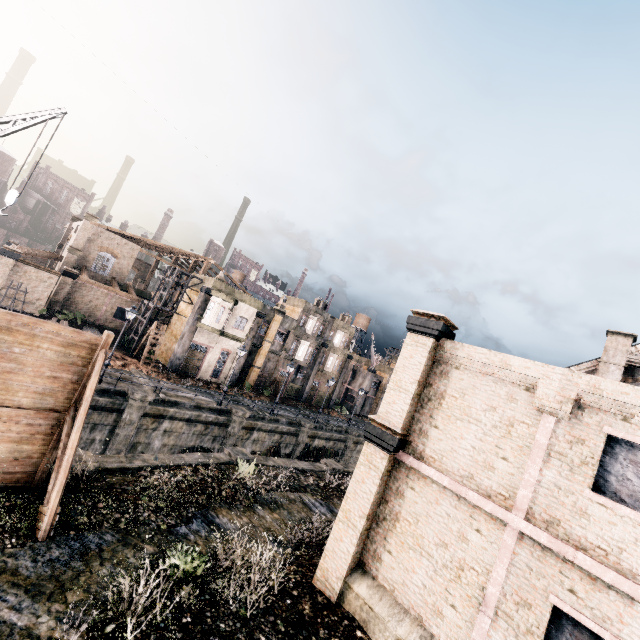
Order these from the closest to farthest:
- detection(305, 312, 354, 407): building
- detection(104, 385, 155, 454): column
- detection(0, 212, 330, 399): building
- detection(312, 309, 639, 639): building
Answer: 1. detection(312, 309, 639, 639): building
2. detection(104, 385, 155, 454): column
3. detection(0, 212, 330, 399): building
4. detection(305, 312, 354, 407): building

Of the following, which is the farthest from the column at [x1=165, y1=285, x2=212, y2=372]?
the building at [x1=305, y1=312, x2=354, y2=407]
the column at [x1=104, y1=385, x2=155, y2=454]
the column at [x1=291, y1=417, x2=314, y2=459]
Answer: the building at [x1=305, y1=312, x2=354, y2=407]

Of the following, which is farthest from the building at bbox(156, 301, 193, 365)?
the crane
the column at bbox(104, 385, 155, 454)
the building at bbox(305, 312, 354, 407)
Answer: the crane

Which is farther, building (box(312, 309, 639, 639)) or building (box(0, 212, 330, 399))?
building (box(0, 212, 330, 399))

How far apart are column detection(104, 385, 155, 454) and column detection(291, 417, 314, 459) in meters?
15.9

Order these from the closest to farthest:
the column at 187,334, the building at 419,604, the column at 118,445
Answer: the building at 419,604 → the column at 118,445 → the column at 187,334

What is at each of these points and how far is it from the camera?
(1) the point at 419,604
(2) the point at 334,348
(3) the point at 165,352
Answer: (1) building, 9.84m
(2) building, 51.00m
(3) building, 36.34m

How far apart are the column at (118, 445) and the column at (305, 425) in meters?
15.9
